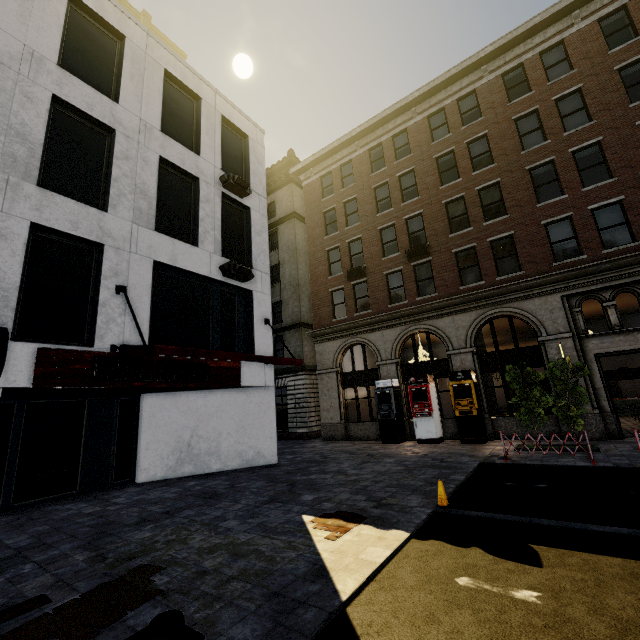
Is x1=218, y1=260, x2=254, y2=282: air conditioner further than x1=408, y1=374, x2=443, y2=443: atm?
No

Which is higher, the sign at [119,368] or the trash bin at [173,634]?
the sign at [119,368]

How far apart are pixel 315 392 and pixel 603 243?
17.7 meters

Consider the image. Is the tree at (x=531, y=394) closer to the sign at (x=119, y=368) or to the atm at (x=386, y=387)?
the atm at (x=386, y=387)

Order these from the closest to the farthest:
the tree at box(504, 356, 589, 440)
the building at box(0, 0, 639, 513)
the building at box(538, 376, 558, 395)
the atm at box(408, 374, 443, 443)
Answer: the building at box(0, 0, 639, 513) → the tree at box(504, 356, 589, 440) → the building at box(538, 376, 558, 395) → the atm at box(408, 374, 443, 443)

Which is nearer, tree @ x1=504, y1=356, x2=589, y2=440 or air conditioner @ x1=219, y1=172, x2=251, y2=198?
tree @ x1=504, y1=356, x2=589, y2=440

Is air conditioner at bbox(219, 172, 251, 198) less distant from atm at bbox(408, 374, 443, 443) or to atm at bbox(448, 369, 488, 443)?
atm at bbox(408, 374, 443, 443)

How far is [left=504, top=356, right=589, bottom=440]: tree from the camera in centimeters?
1120cm
